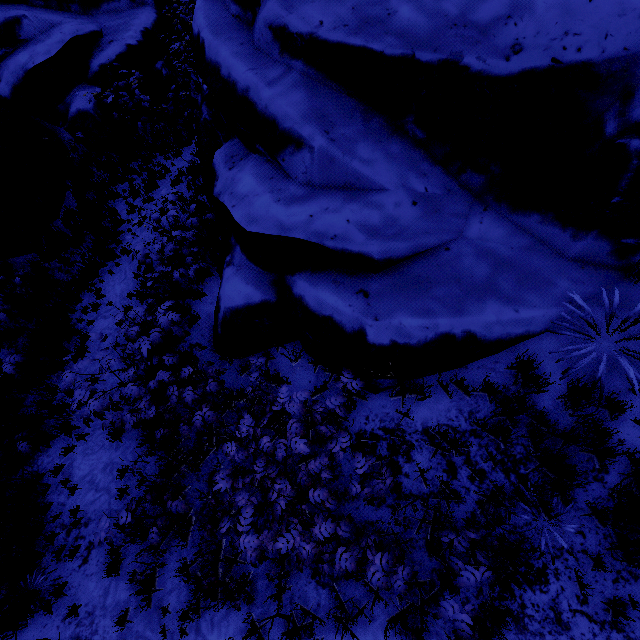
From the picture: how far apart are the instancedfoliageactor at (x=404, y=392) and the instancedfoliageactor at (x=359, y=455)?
0.75m

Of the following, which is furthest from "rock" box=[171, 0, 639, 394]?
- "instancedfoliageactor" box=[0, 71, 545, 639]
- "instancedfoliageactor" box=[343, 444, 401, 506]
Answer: "instancedfoliageactor" box=[0, 71, 545, 639]

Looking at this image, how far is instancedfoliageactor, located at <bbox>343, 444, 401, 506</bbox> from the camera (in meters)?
3.18

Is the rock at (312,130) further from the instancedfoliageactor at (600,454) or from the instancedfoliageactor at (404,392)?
the instancedfoliageactor at (600,454)

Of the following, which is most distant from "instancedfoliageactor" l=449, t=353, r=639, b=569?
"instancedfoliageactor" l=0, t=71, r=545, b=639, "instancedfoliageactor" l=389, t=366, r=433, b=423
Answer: "instancedfoliageactor" l=0, t=71, r=545, b=639

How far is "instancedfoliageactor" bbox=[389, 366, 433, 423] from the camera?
3.9 meters

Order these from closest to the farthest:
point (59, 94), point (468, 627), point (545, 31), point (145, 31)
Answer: point (468, 627) < point (545, 31) < point (59, 94) < point (145, 31)

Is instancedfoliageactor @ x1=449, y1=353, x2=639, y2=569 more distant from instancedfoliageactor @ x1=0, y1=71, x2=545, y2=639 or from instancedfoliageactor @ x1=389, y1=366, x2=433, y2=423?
instancedfoliageactor @ x1=0, y1=71, x2=545, y2=639
